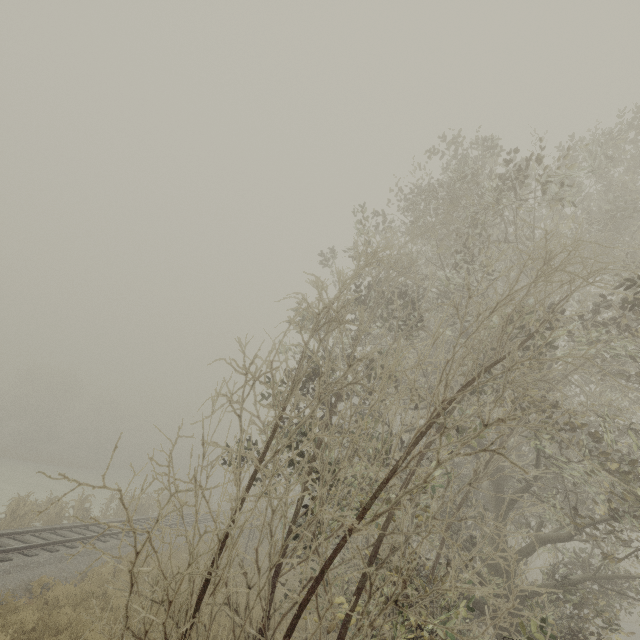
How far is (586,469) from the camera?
11.9m
